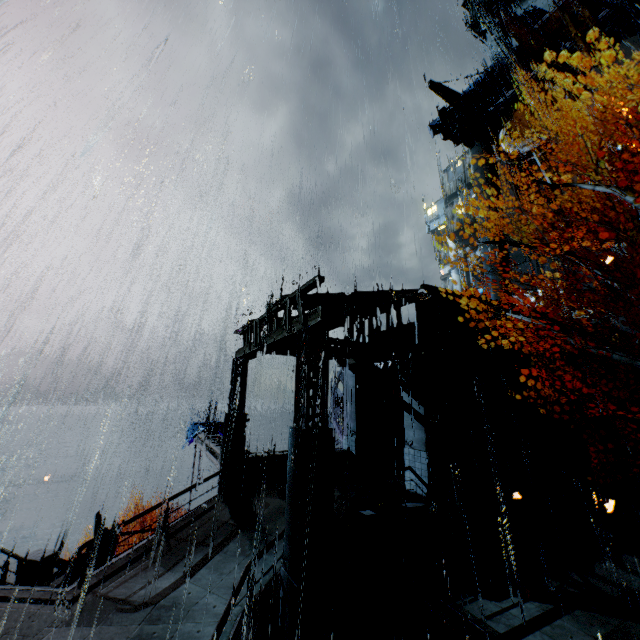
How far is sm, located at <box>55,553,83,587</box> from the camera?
12.77m

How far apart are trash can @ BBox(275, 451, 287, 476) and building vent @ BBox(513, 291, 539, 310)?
25.7m

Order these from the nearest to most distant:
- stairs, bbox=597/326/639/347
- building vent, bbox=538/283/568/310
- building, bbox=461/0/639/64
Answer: stairs, bbox=597/326/639/347, building, bbox=461/0/639/64, building vent, bbox=538/283/568/310

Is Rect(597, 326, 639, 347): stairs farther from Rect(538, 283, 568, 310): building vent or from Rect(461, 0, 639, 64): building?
Rect(538, 283, 568, 310): building vent

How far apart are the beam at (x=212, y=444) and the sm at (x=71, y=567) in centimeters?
509cm

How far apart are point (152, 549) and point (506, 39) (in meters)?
59.31

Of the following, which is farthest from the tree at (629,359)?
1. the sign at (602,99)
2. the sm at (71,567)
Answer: the sign at (602,99)

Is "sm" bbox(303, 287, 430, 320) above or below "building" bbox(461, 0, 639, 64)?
below
